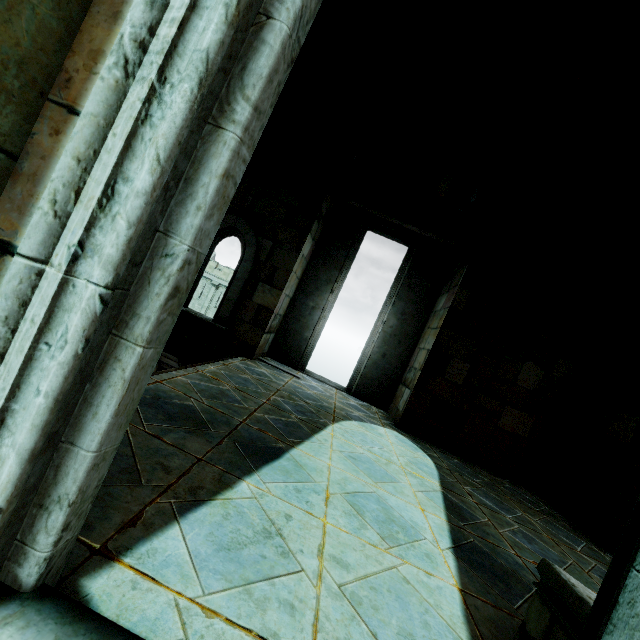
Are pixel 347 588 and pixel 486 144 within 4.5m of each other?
no
